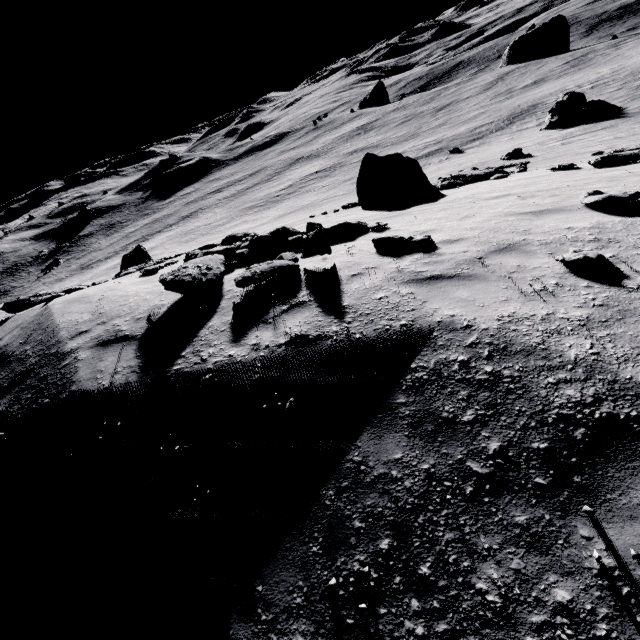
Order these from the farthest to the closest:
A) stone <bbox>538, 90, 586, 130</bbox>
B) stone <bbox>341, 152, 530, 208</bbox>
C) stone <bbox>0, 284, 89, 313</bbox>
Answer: stone <bbox>538, 90, 586, 130</bbox> → stone <bbox>341, 152, 530, 208</bbox> → stone <bbox>0, 284, 89, 313</bbox>

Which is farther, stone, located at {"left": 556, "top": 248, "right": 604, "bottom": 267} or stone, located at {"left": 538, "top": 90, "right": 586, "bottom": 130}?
stone, located at {"left": 538, "top": 90, "right": 586, "bottom": 130}

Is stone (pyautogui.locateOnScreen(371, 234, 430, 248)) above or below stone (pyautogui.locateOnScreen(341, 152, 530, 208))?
above

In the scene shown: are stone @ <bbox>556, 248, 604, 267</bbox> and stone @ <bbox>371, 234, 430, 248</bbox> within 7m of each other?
yes

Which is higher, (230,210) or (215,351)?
(215,351)

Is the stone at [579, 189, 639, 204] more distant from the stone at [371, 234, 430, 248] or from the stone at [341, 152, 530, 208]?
the stone at [341, 152, 530, 208]

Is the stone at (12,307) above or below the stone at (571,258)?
above

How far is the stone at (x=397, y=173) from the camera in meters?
14.6
